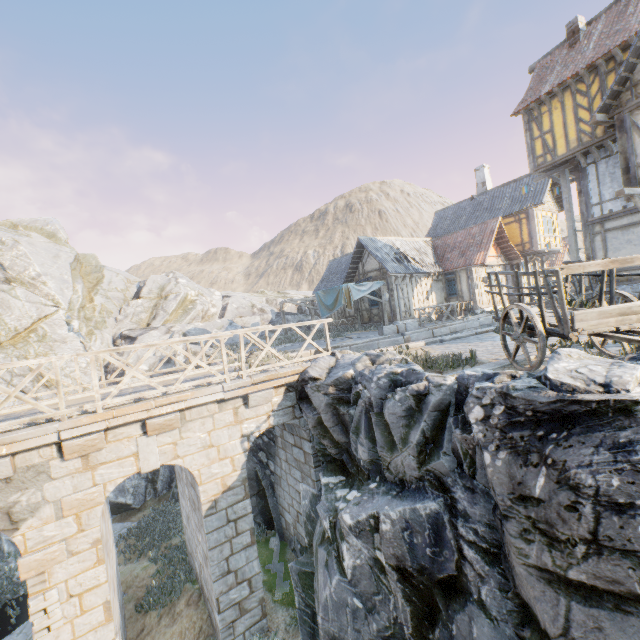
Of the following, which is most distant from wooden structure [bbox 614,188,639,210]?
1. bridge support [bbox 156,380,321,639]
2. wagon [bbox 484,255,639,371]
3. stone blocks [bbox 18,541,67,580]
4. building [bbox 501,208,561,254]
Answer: stone blocks [bbox 18,541,67,580]

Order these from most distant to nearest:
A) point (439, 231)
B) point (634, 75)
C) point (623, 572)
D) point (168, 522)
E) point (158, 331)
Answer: point (439, 231)
point (158, 331)
point (168, 522)
point (634, 75)
point (623, 572)

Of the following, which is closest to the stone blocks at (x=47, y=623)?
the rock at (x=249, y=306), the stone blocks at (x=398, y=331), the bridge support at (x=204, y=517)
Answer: the bridge support at (x=204, y=517)

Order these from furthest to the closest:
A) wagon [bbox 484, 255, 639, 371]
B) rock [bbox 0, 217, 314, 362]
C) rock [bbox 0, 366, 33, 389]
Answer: rock [bbox 0, 217, 314, 362], rock [bbox 0, 366, 33, 389], wagon [bbox 484, 255, 639, 371]

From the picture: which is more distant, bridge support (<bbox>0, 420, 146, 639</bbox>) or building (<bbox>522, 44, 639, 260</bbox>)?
building (<bbox>522, 44, 639, 260</bbox>)

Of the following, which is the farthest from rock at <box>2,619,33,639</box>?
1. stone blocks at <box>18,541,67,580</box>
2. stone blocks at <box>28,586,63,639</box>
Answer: stone blocks at <box>18,541,67,580</box>

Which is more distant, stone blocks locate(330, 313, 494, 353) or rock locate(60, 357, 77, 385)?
rock locate(60, 357, 77, 385)

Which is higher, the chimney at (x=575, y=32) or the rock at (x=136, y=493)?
the chimney at (x=575, y=32)
